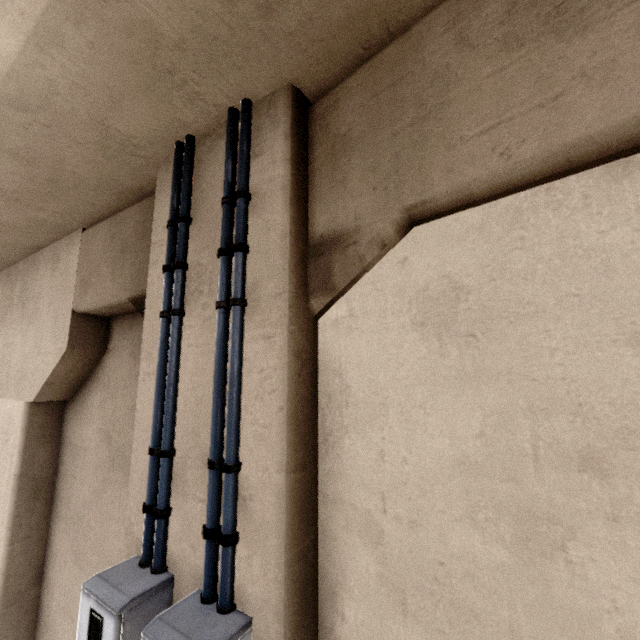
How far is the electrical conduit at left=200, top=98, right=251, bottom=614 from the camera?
1.6 meters

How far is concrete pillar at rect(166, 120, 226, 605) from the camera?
1.8m

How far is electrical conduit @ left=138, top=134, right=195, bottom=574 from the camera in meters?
1.9

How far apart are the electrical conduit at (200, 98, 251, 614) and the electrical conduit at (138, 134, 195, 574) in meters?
0.3 m

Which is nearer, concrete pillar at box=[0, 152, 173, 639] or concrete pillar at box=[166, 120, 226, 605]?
concrete pillar at box=[166, 120, 226, 605]

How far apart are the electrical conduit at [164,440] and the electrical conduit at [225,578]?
0.3m

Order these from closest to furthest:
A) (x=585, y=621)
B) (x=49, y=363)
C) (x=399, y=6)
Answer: (x=585, y=621) < (x=399, y=6) < (x=49, y=363)

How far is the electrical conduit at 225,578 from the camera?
1.6 meters
